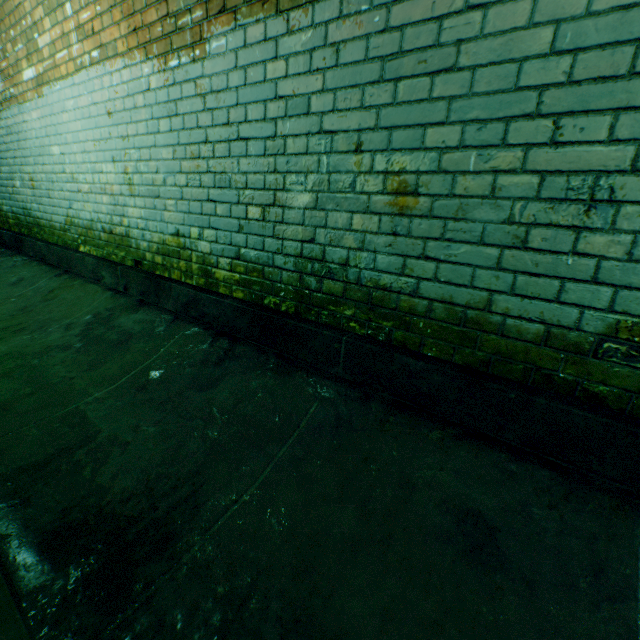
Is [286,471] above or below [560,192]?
below
